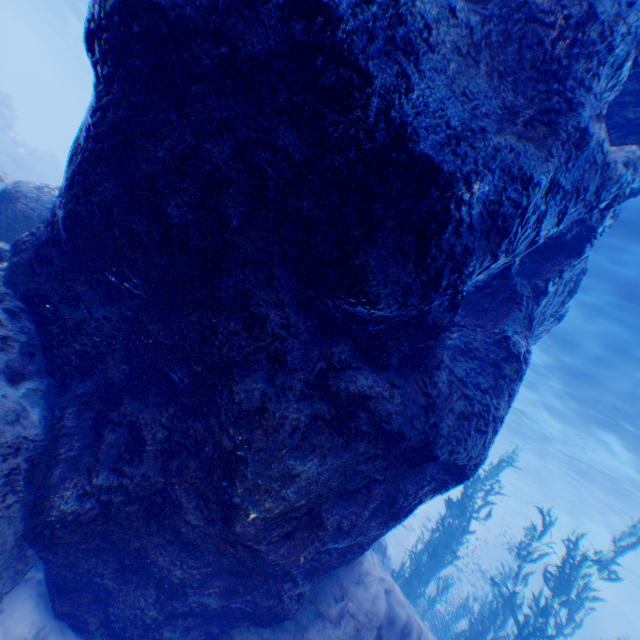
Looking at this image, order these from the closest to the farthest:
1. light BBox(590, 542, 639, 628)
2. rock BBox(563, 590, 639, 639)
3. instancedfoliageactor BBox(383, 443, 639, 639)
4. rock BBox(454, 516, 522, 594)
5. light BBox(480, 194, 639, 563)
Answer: instancedfoliageactor BBox(383, 443, 639, 639) → light BBox(480, 194, 639, 563) → rock BBox(454, 516, 522, 594) → light BBox(590, 542, 639, 628) → rock BBox(563, 590, 639, 639)

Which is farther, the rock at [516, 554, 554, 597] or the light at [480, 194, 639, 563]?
the rock at [516, 554, 554, 597]

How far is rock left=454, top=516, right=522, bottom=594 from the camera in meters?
17.1 m

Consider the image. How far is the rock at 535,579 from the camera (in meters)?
29.45

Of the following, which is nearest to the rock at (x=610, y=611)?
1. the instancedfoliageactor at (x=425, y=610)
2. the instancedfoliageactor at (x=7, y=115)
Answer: the instancedfoliageactor at (x=425, y=610)

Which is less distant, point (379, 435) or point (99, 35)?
point (99, 35)

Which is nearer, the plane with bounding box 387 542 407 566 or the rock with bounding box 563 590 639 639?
the plane with bounding box 387 542 407 566
